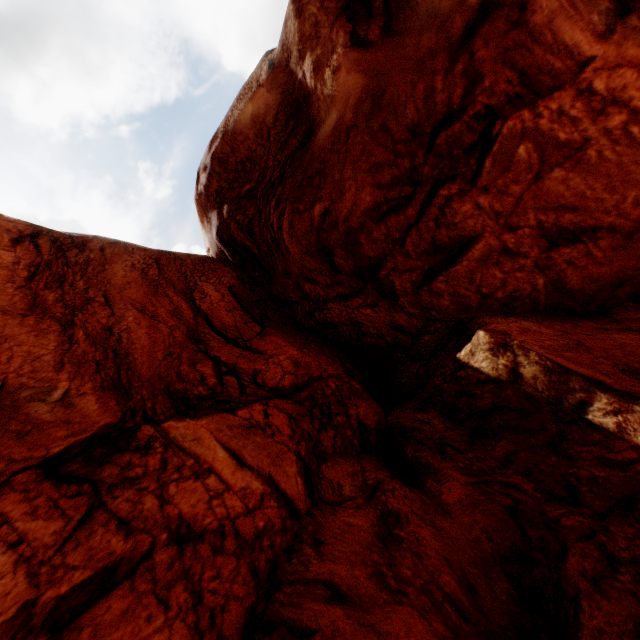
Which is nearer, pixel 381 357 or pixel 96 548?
pixel 96 548
